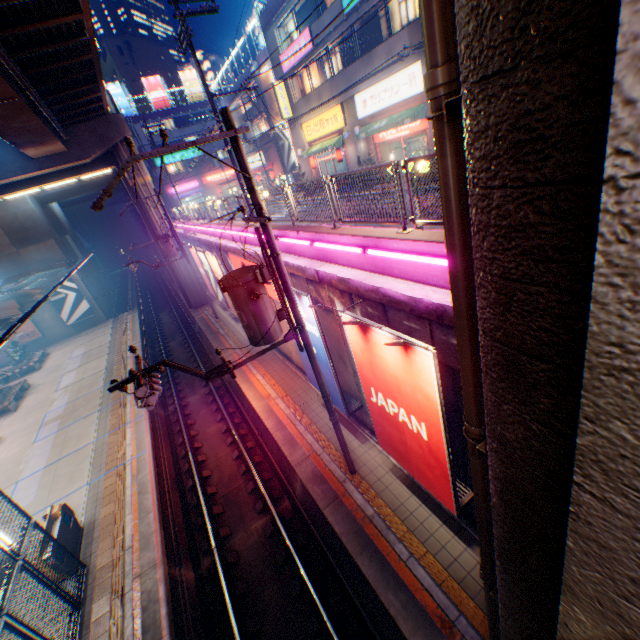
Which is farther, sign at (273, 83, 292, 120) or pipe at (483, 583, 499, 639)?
sign at (273, 83, 292, 120)

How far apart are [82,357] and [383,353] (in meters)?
29.04

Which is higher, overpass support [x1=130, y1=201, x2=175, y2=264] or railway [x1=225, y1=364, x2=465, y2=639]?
overpass support [x1=130, y1=201, x2=175, y2=264]

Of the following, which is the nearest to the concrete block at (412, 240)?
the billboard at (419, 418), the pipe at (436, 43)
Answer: the billboard at (419, 418)

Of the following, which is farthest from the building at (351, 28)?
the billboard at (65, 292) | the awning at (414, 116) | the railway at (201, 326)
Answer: the billboard at (65, 292)

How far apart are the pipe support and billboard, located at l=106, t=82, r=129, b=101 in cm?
6356

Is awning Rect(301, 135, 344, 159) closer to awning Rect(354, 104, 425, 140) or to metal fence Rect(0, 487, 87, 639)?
awning Rect(354, 104, 425, 140)

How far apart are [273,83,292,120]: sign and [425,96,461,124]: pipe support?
28.1 meters
